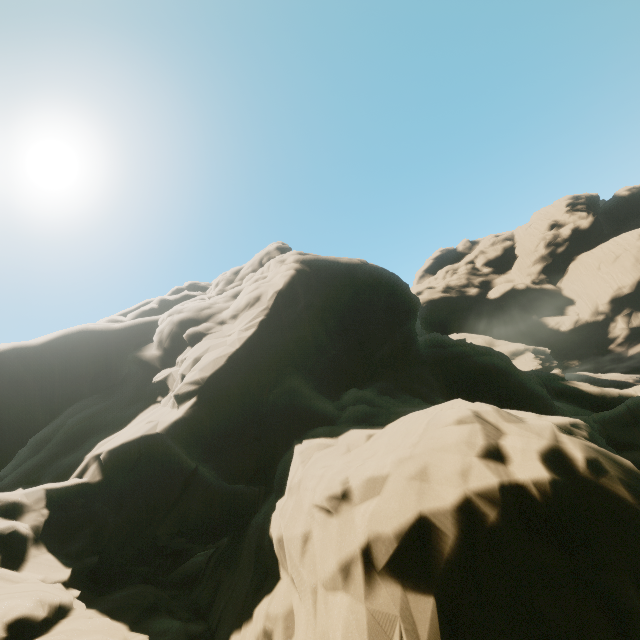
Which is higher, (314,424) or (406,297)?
(406,297)
